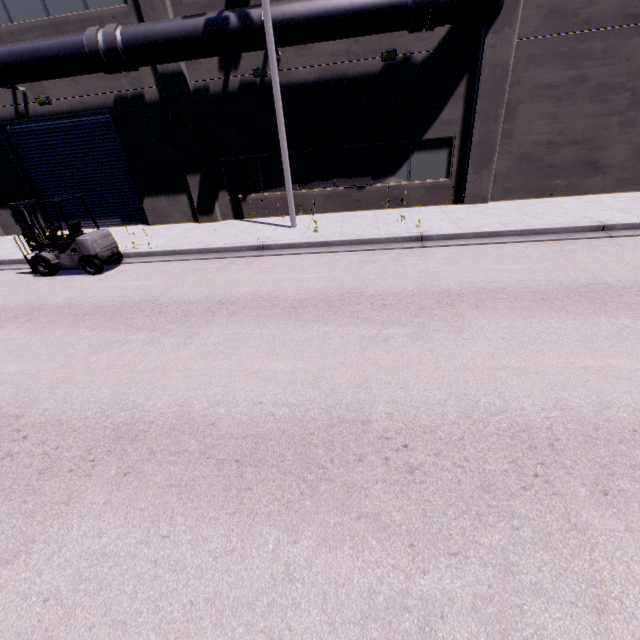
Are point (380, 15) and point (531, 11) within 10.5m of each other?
yes

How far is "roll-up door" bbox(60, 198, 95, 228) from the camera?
14.62m

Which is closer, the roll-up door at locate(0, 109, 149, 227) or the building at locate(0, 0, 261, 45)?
the building at locate(0, 0, 261, 45)

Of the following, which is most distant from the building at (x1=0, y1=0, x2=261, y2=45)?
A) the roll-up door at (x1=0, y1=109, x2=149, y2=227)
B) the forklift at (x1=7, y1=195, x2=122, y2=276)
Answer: the forklift at (x1=7, y1=195, x2=122, y2=276)

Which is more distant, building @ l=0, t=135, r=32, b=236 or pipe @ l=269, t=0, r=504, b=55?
building @ l=0, t=135, r=32, b=236

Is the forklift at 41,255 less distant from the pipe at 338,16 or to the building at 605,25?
the pipe at 338,16

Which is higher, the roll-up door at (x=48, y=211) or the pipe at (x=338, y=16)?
the pipe at (x=338, y=16)

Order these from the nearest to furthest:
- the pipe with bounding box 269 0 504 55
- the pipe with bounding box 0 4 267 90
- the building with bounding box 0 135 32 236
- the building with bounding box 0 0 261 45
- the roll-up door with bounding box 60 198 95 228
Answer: the pipe with bounding box 269 0 504 55 → the pipe with bounding box 0 4 267 90 → the building with bounding box 0 0 261 45 → the building with bounding box 0 135 32 236 → the roll-up door with bounding box 60 198 95 228
